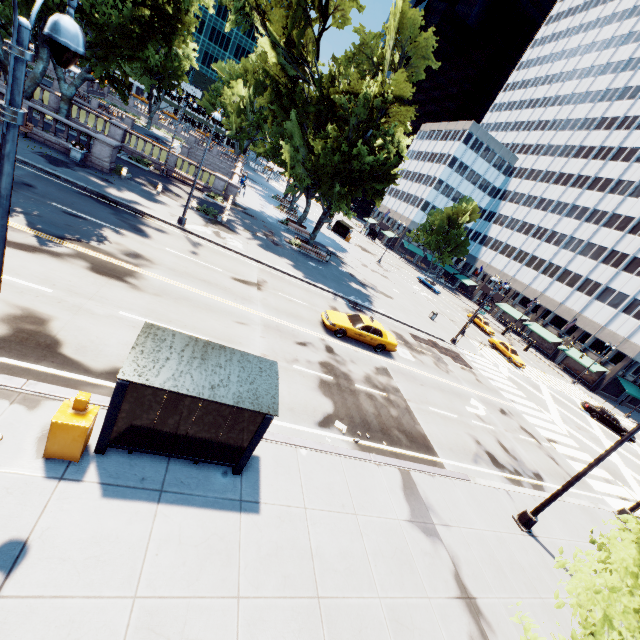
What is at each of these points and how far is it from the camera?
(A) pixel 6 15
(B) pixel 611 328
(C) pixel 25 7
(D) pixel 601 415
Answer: (A) tree, 22.0 meters
(B) building, 49.4 meters
(C) tree, 21.6 meters
(D) vehicle, 33.8 meters

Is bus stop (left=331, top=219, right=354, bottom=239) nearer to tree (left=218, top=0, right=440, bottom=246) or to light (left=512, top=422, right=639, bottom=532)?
tree (left=218, top=0, right=440, bottom=246)

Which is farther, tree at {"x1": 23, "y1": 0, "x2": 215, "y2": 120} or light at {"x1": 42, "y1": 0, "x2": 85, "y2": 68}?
tree at {"x1": 23, "y1": 0, "x2": 215, "y2": 120}

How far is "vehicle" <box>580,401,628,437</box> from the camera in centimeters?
3309cm

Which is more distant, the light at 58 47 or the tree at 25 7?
the tree at 25 7

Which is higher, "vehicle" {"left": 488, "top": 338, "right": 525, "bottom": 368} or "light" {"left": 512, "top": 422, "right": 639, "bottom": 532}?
"vehicle" {"left": 488, "top": 338, "right": 525, "bottom": 368}

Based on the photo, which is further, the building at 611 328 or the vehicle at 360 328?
the building at 611 328
